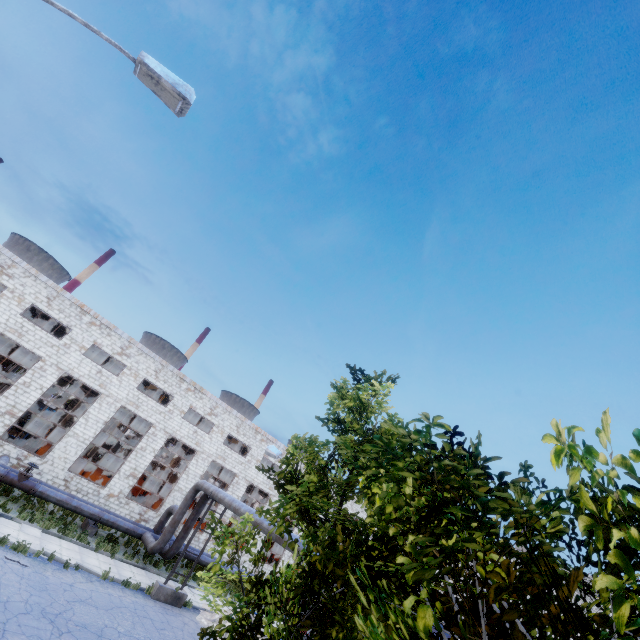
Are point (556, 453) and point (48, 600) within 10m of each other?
no

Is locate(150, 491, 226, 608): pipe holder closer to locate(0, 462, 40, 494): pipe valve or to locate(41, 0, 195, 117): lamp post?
locate(0, 462, 40, 494): pipe valve

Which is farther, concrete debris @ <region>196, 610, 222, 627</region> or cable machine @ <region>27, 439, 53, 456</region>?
cable machine @ <region>27, 439, 53, 456</region>

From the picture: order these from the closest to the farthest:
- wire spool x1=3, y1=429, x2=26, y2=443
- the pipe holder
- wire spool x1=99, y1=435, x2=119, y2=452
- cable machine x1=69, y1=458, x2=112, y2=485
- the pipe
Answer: the pipe holder, the pipe, wire spool x1=3, y1=429, x2=26, y2=443, cable machine x1=69, y1=458, x2=112, y2=485, wire spool x1=99, y1=435, x2=119, y2=452

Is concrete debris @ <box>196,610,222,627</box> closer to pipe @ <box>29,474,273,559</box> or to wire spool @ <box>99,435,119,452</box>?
pipe @ <box>29,474,273,559</box>

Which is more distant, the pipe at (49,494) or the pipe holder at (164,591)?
the pipe at (49,494)

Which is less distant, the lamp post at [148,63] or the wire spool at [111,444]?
the lamp post at [148,63]

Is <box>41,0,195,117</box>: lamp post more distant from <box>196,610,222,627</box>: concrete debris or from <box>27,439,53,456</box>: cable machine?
<box>27,439,53,456</box>: cable machine
